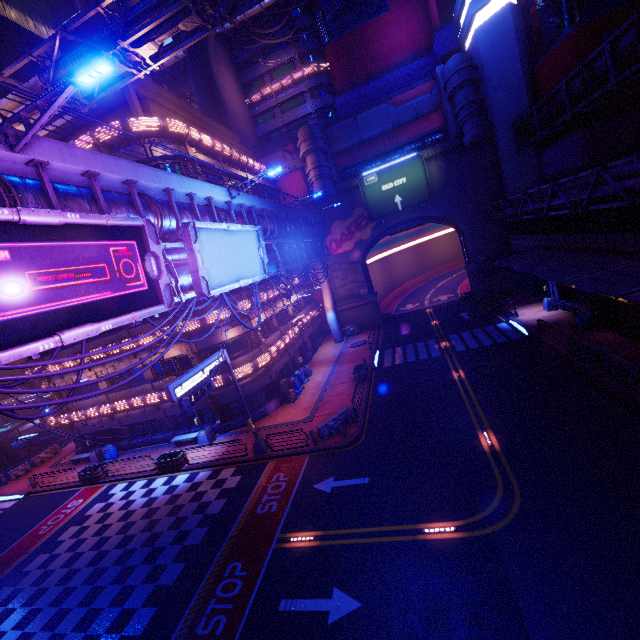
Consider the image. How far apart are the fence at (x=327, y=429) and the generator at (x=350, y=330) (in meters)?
20.59

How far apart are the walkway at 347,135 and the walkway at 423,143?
1.47m

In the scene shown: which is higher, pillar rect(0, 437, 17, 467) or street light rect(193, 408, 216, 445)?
pillar rect(0, 437, 17, 467)

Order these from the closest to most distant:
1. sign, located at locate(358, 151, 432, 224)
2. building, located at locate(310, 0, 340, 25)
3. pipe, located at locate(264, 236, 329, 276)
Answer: pipe, located at locate(264, 236, 329, 276), sign, located at locate(358, 151, 432, 224), building, located at locate(310, 0, 340, 25)

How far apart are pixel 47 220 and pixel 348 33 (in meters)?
53.59

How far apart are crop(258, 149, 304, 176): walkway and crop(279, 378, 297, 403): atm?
28.65m

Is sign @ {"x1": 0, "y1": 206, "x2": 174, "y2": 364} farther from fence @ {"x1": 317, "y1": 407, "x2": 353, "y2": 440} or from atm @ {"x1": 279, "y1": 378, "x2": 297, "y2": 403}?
atm @ {"x1": 279, "y1": 378, "x2": 297, "y2": 403}

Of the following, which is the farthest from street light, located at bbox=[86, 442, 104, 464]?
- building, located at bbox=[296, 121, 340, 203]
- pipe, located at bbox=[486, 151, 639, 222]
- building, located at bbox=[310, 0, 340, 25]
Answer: building, located at bbox=[310, 0, 340, 25]
